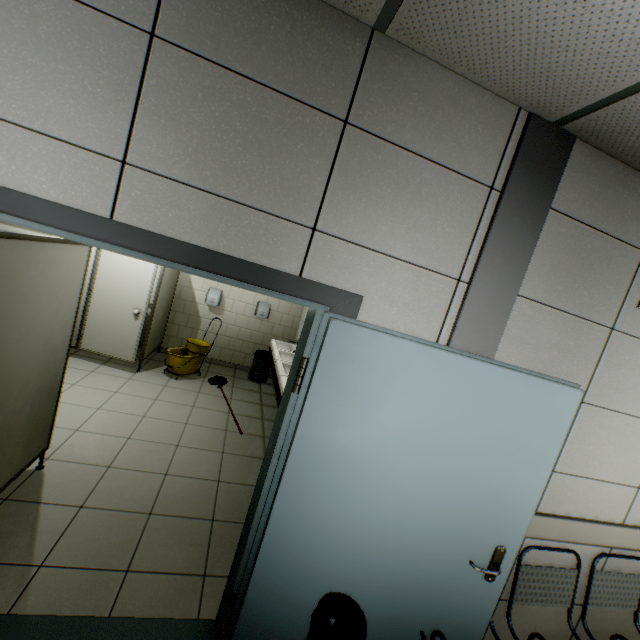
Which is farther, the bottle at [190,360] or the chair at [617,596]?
the bottle at [190,360]

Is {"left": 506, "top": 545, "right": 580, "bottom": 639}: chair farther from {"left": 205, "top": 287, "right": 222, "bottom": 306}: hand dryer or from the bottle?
{"left": 205, "top": 287, "right": 222, "bottom": 306}: hand dryer

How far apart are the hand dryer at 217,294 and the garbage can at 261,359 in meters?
1.2 m

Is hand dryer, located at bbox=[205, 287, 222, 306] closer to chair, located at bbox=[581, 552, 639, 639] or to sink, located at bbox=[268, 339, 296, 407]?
sink, located at bbox=[268, 339, 296, 407]

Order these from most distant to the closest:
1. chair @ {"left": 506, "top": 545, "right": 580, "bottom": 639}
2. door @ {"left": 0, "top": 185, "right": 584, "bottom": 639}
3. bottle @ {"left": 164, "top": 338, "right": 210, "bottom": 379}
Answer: bottle @ {"left": 164, "top": 338, "right": 210, "bottom": 379} < chair @ {"left": 506, "top": 545, "right": 580, "bottom": 639} < door @ {"left": 0, "top": 185, "right": 584, "bottom": 639}

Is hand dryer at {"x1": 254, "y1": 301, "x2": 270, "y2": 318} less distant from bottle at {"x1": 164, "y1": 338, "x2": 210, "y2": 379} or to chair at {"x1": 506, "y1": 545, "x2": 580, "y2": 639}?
bottle at {"x1": 164, "y1": 338, "x2": 210, "y2": 379}

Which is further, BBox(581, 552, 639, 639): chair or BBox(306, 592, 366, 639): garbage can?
BBox(581, 552, 639, 639): chair

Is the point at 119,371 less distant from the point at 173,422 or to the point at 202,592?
the point at 173,422
